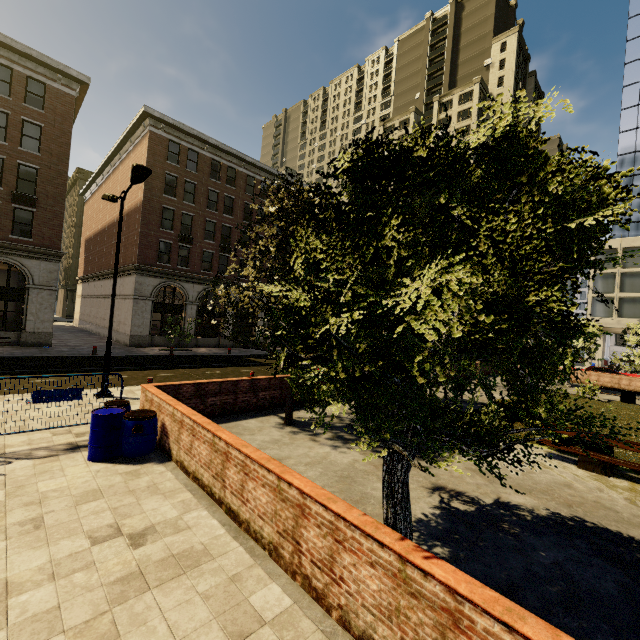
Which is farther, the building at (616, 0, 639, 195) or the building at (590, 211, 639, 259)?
the building at (616, 0, 639, 195)

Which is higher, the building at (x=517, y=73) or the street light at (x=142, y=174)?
the building at (x=517, y=73)

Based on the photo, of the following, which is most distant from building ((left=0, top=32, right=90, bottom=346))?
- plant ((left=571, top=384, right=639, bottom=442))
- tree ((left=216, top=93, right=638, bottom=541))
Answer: plant ((left=571, top=384, right=639, bottom=442))

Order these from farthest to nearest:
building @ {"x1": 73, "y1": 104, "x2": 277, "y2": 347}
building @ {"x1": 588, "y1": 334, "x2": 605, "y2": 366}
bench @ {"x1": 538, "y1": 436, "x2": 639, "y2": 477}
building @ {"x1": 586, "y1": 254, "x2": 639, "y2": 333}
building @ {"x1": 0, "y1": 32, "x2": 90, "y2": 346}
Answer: building @ {"x1": 588, "y1": 334, "x2": 605, "y2": 366} → building @ {"x1": 586, "y1": 254, "x2": 639, "y2": 333} → building @ {"x1": 73, "y1": 104, "x2": 277, "y2": 347} → building @ {"x1": 0, "y1": 32, "x2": 90, "y2": 346} → bench @ {"x1": 538, "y1": 436, "x2": 639, "y2": 477}

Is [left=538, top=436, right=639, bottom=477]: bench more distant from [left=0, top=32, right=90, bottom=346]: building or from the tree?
[left=0, top=32, right=90, bottom=346]: building

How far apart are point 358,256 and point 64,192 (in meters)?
29.16

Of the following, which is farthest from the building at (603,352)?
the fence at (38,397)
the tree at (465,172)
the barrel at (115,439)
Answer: the barrel at (115,439)
